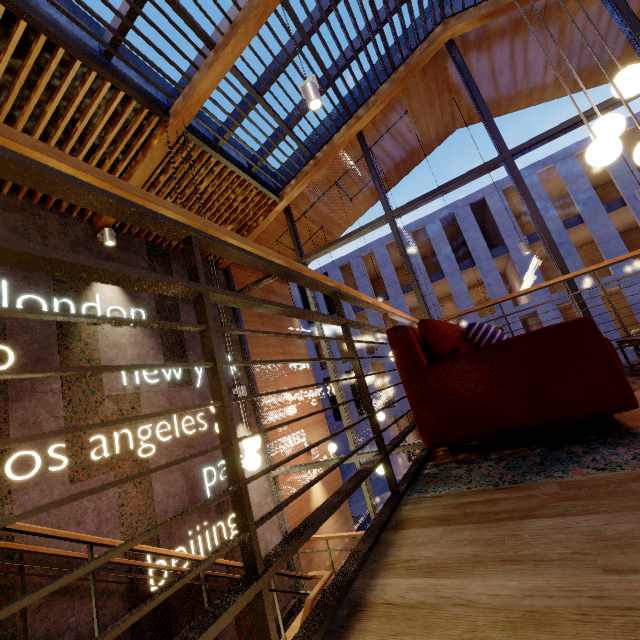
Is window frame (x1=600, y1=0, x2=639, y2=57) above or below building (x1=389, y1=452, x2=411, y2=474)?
above

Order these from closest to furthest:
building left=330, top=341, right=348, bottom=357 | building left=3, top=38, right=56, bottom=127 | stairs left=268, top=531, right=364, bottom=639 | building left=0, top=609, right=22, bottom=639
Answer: building left=0, top=609, right=22, bottom=639, building left=3, top=38, right=56, bottom=127, stairs left=268, top=531, right=364, bottom=639, building left=330, top=341, right=348, bottom=357

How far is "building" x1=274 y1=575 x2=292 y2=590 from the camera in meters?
5.8

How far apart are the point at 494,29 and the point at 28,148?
8.1 meters

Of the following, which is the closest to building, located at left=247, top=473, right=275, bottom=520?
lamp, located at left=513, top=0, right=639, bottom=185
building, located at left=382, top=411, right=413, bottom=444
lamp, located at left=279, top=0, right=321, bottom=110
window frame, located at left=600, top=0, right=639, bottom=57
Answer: window frame, located at left=600, top=0, right=639, bottom=57

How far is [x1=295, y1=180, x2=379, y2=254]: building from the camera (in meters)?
8.09

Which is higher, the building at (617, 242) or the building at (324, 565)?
the building at (617, 242)
